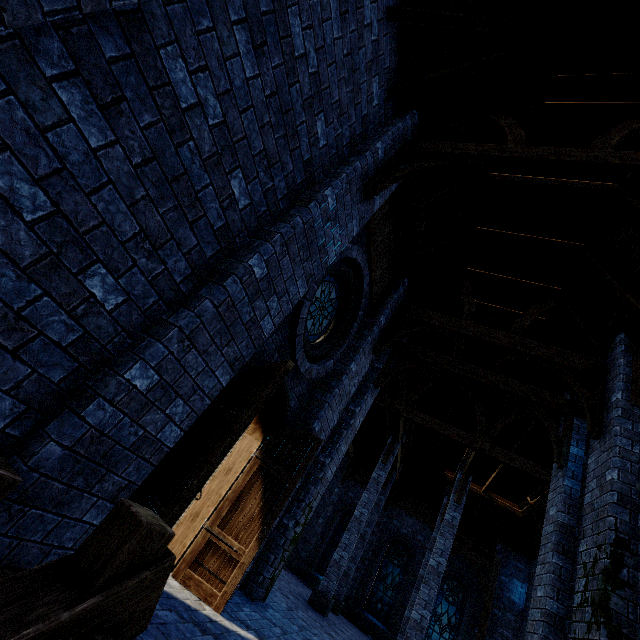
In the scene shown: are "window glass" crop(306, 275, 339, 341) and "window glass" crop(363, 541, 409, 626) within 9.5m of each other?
no

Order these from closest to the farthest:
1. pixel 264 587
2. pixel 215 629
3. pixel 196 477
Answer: pixel 196 477 → pixel 215 629 → pixel 264 587

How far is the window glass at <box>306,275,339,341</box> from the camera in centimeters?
587cm

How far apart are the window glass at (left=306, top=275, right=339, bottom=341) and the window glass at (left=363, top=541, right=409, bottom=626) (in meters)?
17.68

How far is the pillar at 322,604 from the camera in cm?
1123

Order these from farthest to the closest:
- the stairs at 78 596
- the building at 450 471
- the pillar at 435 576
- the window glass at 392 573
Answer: the window glass at 392 573 → the pillar at 435 576 → the building at 450 471 → the stairs at 78 596

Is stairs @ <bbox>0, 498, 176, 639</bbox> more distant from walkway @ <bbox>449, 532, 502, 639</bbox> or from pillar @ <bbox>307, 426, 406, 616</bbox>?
walkway @ <bbox>449, 532, 502, 639</bbox>

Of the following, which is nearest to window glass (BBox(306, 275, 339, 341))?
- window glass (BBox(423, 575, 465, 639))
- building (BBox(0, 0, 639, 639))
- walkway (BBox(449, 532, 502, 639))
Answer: building (BBox(0, 0, 639, 639))
